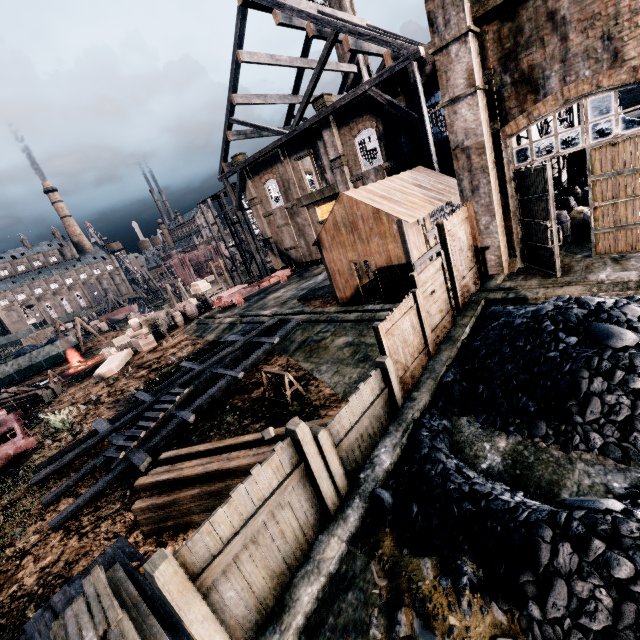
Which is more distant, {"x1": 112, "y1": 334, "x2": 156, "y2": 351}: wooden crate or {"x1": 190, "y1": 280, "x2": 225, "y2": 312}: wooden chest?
{"x1": 190, "y1": 280, "x2": 225, "y2": 312}: wooden chest

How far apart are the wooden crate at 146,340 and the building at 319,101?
22.65m

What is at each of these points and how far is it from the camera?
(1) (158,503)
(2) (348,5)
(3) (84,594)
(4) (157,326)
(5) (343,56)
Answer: (1) wood pile, 8.5m
(2) chimney, 39.3m
(3) wood pile, 7.3m
(4) wooden chest, 28.0m
(5) chimney, 41.2m

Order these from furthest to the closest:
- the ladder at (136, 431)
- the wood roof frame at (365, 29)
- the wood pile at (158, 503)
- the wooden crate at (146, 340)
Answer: the wooden crate at (146, 340) < the wood roof frame at (365, 29) < the ladder at (136, 431) < the wood pile at (158, 503)

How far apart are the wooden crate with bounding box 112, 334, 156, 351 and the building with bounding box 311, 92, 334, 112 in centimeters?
2265cm

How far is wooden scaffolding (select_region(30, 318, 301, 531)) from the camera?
11.48m

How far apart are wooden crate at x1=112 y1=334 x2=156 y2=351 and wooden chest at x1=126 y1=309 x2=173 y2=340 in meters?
0.2

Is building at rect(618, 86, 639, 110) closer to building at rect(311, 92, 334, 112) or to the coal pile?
the coal pile
